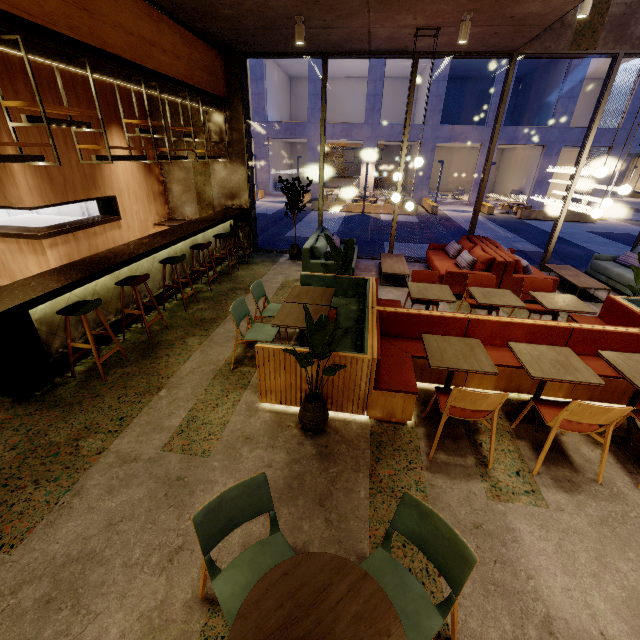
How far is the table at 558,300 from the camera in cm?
442

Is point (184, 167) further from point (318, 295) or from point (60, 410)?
point (60, 410)

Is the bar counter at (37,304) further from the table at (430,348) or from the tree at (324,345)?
the table at (430,348)

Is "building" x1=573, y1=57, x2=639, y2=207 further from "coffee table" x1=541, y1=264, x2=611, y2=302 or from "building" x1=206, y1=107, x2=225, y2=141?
"coffee table" x1=541, y1=264, x2=611, y2=302

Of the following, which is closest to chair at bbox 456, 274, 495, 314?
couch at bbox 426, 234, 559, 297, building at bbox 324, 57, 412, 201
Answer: couch at bbox 426, 234, 559, 297

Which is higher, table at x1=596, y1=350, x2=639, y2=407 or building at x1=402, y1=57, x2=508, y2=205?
building at x1=402, y1=57, x2=508, y2=205

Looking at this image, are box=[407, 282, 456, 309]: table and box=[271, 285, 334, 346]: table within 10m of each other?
yes

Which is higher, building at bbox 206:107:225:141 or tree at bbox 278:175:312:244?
building at bbox 206:107:225:141
